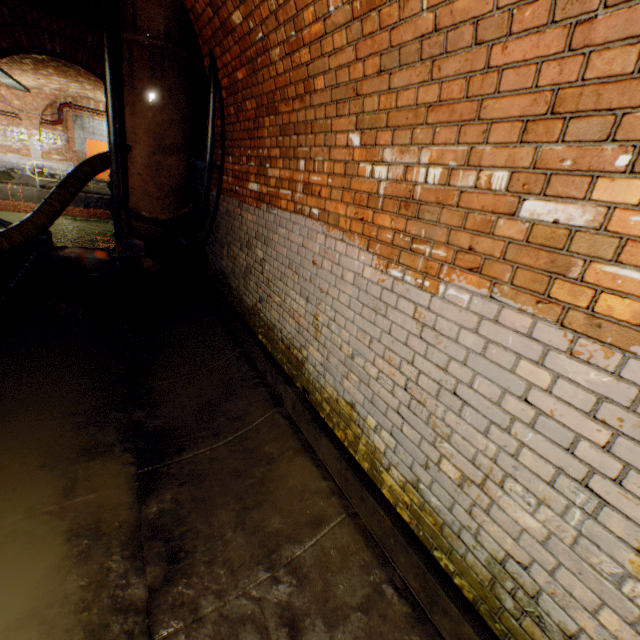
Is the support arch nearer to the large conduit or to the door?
the door

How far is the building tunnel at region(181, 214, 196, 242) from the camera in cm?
712

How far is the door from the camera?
18.12m

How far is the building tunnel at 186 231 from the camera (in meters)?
7.12

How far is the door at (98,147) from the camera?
18.1 meters

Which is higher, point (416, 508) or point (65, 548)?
point (416, 508)

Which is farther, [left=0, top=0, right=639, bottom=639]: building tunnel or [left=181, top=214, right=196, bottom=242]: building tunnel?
[left=181, top=214, right=196, bottom=242]: building tunnel

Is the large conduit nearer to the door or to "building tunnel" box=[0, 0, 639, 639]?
"building tunnel" box=[0, 0, 639, 639]
